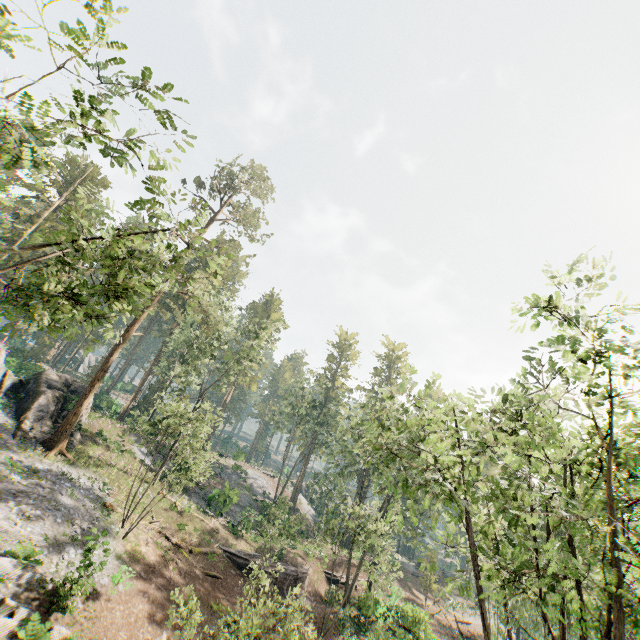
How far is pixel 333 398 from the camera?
52.06m

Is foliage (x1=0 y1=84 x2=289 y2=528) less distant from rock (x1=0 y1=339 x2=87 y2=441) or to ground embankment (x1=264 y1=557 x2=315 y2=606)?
rock (x1=0 y1=339 x2=87 y2=441)

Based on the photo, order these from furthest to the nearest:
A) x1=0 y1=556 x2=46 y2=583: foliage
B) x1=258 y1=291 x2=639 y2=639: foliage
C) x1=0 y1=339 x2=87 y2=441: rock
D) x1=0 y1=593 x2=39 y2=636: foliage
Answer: x1=0 y1=339 x2=87 y2=441: rock, x1=0 y1=556 x2=46 y2=583: foliage, x1=0 y1=593 x2=39 y2=636: foliage, x1=258 y1=291 x2=639 y2=639: foliage

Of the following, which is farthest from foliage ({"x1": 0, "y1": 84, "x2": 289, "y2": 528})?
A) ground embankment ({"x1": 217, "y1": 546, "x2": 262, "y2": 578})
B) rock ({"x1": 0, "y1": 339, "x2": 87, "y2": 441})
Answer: ground embankment ({"x1": 217, "y1": 546, "x2": 262, "y2": 578})

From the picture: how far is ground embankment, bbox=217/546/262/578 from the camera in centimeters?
2639cm

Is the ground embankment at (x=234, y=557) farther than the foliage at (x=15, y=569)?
Yes
